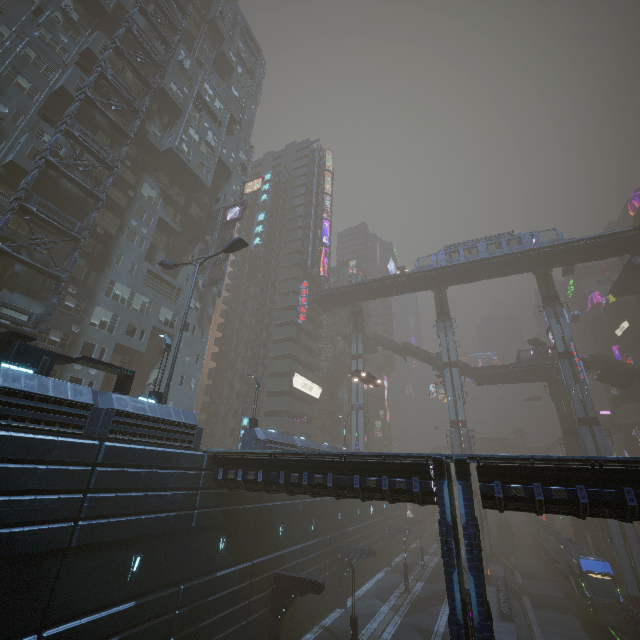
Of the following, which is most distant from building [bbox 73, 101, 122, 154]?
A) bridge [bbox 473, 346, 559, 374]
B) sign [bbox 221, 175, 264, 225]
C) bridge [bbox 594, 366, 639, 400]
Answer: bridge [bbox 594, 366, 639, 400]

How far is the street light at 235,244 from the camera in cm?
1956

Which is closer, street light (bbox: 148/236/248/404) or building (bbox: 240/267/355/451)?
street light (bbox: 148/236/248/404)

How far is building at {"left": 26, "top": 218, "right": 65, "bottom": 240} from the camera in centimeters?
2309cm

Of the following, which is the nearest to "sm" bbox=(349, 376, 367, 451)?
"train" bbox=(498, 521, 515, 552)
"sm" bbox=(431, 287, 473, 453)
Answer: "sm" bbox=(431, 287, 473, 453)

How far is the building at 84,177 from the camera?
25.8m

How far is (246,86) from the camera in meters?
54.1 m
